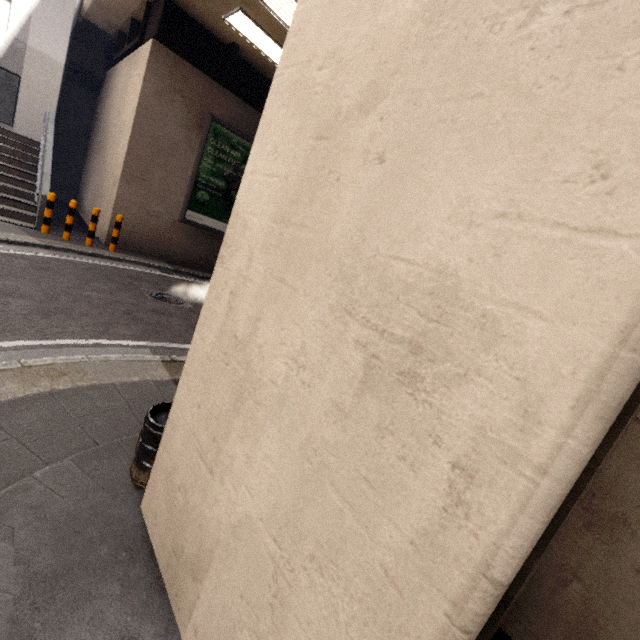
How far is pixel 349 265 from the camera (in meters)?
1.26

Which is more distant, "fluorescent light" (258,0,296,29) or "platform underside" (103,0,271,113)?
"platform underside" (103,0,271,113)

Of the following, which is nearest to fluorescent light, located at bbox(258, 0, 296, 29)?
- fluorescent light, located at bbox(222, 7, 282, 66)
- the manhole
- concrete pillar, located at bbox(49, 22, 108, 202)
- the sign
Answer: fluorescent light, located at bbox(222, 7, 282, 66)

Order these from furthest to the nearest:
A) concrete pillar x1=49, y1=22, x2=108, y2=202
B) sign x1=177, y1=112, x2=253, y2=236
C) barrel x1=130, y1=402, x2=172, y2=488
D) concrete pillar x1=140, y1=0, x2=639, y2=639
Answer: concrete pillar x1=49, y1=22, x2=108, y2=202, sign x1=177, y1=112, x2=253, y2=236, barrel x1=130, y1=402, x2=172, y2=488, concrete pillar x1=140, y1=0, x2=639, y2=639

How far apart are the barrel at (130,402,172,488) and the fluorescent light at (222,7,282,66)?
9.8 meters

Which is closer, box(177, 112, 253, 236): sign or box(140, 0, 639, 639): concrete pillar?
box(140, 0, 639, 639): concrete pillar

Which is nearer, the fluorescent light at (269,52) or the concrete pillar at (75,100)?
the fluorescent light at (269,52)

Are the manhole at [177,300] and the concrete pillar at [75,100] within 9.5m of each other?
no
